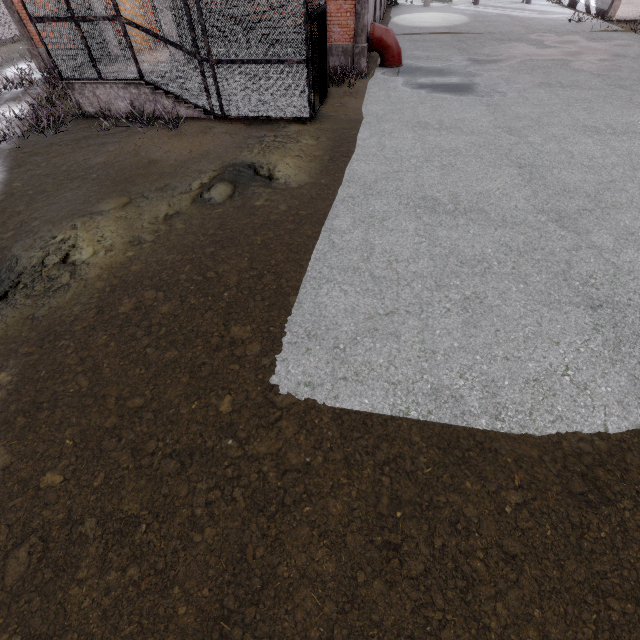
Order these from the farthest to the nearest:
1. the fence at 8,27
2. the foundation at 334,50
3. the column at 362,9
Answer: the fence at 8,27
the foundation at 334,50
the column at 362,9

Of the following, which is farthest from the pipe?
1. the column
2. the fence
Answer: the fence

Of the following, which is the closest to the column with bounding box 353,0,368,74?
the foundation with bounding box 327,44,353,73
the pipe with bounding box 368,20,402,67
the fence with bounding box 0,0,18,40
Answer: the foundation with bounding box 327,44,353,73

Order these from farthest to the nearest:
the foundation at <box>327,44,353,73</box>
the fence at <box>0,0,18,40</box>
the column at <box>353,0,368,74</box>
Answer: the fence at <box>0,0,18,40</box> < the foundation at <box>327,44,353,73</box> < the column at <box>353,0,368,74</box>

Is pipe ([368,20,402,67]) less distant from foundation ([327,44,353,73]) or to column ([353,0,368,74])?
column ([353,0,368,74])

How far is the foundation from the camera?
13.50m

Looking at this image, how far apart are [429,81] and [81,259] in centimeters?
1411cm

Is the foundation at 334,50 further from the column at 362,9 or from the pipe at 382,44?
the pipe at 382,44
